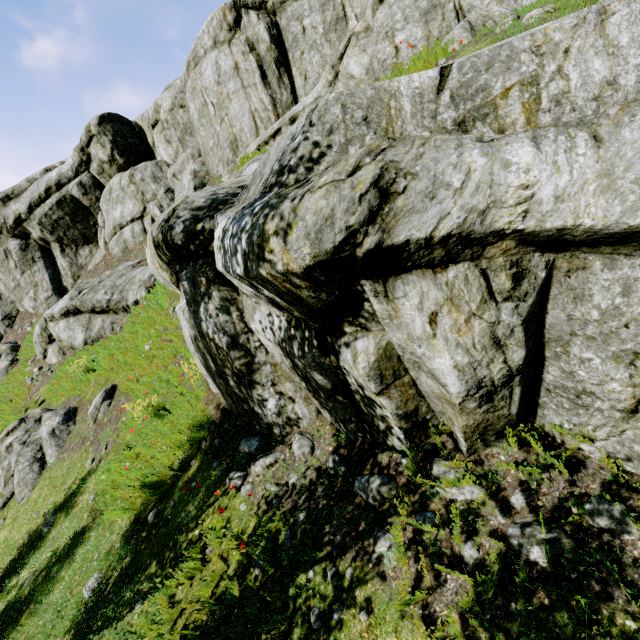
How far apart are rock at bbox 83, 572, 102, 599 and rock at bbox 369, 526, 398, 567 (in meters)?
5.30

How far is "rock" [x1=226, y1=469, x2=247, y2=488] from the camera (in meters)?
5.48

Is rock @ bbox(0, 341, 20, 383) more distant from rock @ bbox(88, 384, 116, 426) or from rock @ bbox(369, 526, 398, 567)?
rock @ bbox(369, 526, 398, 567)

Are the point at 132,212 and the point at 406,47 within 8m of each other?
no

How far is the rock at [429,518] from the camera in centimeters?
338cm

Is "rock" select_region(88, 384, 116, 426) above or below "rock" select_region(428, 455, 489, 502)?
below

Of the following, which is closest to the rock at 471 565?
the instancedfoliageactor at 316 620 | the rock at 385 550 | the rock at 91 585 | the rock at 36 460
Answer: the rock at 385 550

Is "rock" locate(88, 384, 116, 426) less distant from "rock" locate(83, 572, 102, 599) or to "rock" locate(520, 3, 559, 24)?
"rock" locate(520, 3, 559, 24)
